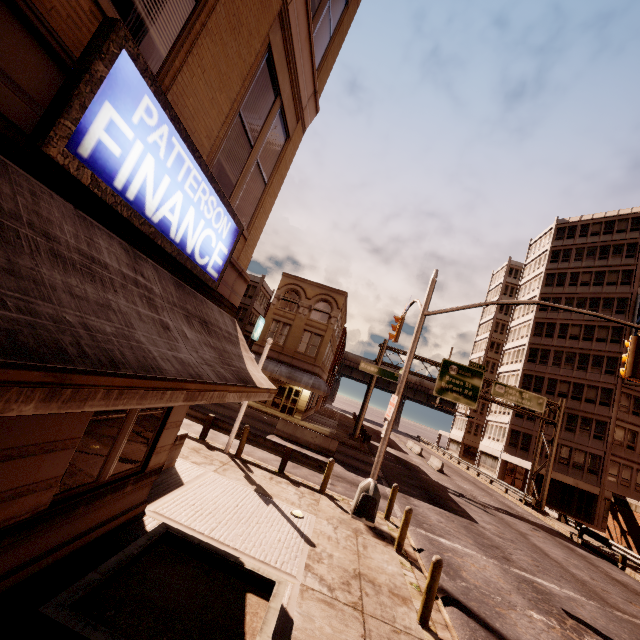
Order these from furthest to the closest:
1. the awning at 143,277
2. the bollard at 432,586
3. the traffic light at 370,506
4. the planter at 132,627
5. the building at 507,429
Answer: the building at 507,429 → the traffic light at 370,506 → the bollard at 432,586 → the planter at 132,627 → the awning at 143,277

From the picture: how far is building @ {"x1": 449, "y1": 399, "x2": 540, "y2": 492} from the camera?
39.66m

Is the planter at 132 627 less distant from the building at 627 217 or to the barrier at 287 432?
the barrier at 287 432

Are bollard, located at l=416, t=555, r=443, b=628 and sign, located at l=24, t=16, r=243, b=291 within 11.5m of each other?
yes

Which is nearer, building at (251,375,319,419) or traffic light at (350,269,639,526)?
traffic light at (350,269,639,526)

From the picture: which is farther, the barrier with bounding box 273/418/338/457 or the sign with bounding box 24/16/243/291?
the barrier with bounding box 273/418/338/457

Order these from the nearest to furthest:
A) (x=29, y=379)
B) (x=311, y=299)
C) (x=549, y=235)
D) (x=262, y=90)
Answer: (x=29, y=379) < (x=262, y=90) < (x=311, y=299) < (x=549, y=235)

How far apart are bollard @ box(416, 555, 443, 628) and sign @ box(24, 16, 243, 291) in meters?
6.9 m
